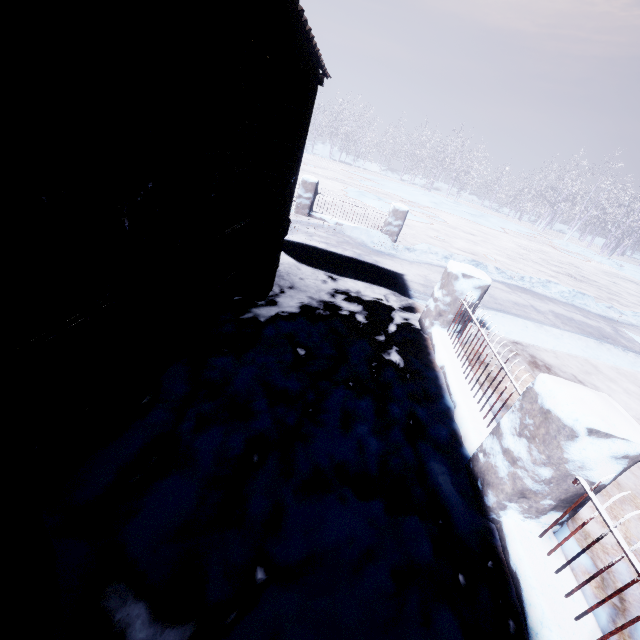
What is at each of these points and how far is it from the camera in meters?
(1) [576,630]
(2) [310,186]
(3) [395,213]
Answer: (1) fence, 1.5 m
(2) fence, 8.0 m
(3) fence, 8.1 m

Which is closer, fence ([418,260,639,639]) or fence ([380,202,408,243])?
fence ([418,260,639,639])

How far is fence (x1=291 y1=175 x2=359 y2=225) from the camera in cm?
798

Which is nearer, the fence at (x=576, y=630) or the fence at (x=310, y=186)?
the fence at (x=576, y=630)
